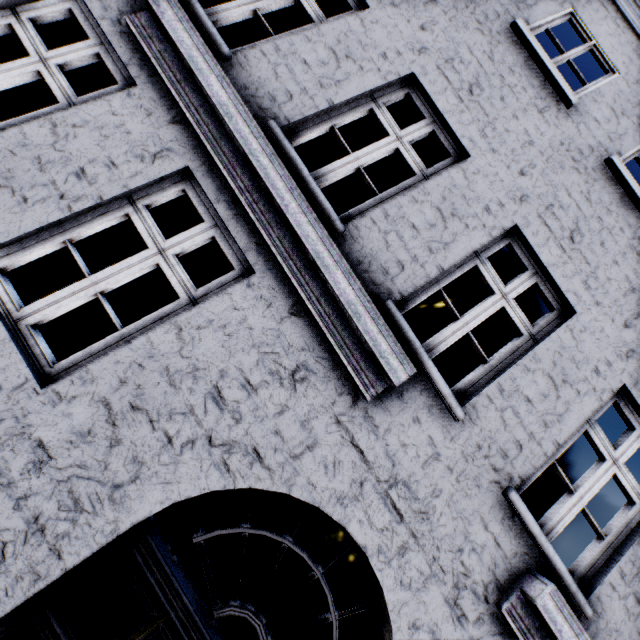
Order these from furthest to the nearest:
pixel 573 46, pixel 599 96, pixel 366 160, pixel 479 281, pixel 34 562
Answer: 1. pixel 479 281
2. pixel 573 46
3. pixel 599 96
4. pixel 366 160
5. pixel 34 562
